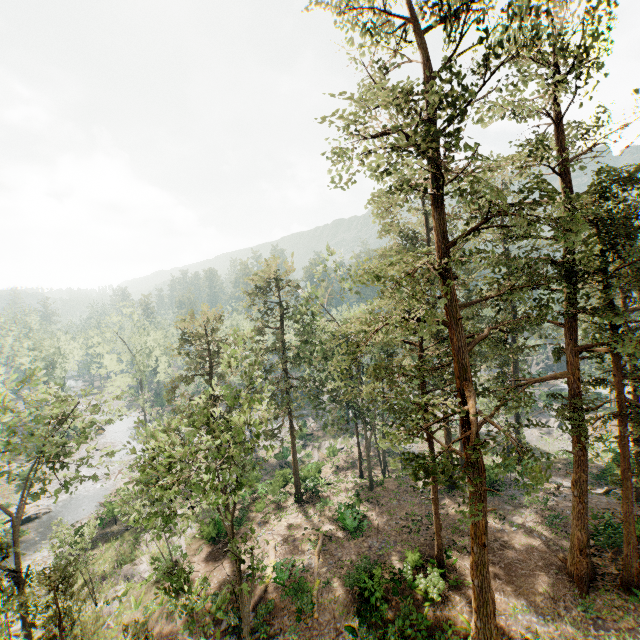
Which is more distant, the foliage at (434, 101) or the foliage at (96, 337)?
the foliage at (96, 337)

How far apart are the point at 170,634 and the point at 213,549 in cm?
662

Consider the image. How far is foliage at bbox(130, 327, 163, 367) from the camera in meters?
45.7 m

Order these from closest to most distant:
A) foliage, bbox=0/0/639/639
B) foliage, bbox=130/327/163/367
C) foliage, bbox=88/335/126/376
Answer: foliage, bbox=0/0/639/639 < foliage, bbox=88/335/126/376 < foliage, bbox=130/327/163/367

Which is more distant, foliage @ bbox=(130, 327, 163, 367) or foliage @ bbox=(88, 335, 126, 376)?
foliage @ bbox=(130, 327, 163, 367)
